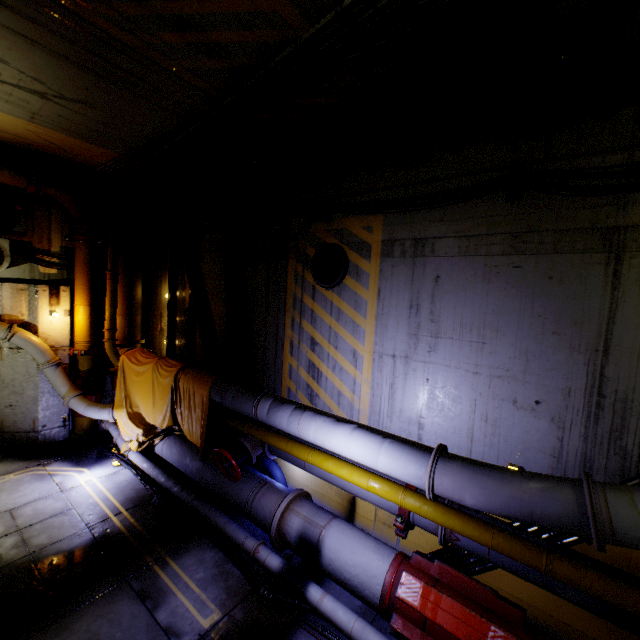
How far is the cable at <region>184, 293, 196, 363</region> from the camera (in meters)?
8.60

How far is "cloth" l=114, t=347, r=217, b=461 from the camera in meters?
6.5 m

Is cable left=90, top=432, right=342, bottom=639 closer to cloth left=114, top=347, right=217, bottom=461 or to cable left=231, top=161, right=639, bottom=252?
cloth left=114, top=347, right=217, bottom=461

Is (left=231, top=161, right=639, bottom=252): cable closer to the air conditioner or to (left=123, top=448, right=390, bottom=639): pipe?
(left=123, top=448, right=390, bottom=639): pipe

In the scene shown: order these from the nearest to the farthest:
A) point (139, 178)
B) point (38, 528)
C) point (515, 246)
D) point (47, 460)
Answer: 1. point (515, 246)
2. point (38, 528)
3. point (47, 460)
4. point (139, 178)

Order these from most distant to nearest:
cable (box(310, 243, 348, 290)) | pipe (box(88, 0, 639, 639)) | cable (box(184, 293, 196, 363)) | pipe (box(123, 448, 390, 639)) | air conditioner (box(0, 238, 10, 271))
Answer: cable (box(184, 293, 196, 363))
air conditioner (box(0, 238, 10, 271))
cable (box(310, 243, 348, 290))
pipe (box(123, 448, 390, 639))
pipe (box(88, 0, 639, 639))

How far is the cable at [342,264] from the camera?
5.71m

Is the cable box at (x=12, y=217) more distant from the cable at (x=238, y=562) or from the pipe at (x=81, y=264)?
the cable at (x=238, y=562)
